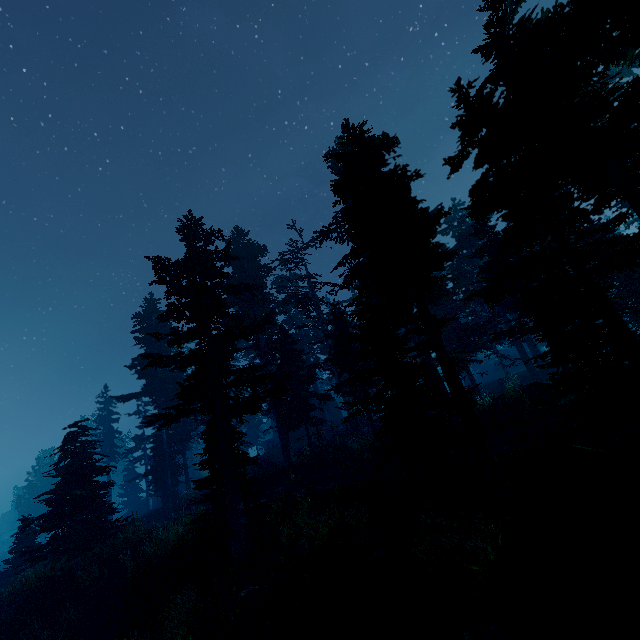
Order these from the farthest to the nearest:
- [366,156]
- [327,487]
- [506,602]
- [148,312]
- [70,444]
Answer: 1. [148,312]
2. [70,444]
3. [327,487]
4. [366,156]
5. [506,602]

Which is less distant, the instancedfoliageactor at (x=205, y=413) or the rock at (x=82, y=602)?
the instancedfoliageactor at (x=205, y=413)

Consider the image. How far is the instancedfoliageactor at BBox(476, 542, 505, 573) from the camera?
8.27m

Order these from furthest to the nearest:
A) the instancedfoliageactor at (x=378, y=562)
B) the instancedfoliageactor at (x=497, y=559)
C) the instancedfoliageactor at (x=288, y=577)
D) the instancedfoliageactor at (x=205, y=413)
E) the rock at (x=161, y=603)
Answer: the rock at (x=161, y=603)
the instancedfoliageactor at (x=378, y=562)
the instancedfoliageactor at (x=288, y=577)
the instancedfoliageactor at (x=205, y=413)
the instancedfoliageactor at (x=497, y=559)

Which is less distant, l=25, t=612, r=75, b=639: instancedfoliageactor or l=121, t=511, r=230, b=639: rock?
l=121, t=511, r=230, b=639: rock

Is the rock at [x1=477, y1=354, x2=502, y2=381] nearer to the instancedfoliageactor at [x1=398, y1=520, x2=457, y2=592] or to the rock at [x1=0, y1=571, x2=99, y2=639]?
the instancedfoliageactor at [x1=398, y1=520, x2=457, y2=592]

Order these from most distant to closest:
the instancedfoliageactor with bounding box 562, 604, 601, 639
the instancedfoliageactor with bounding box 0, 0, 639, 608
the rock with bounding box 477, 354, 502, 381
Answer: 1. the rock with bounding box 477, 354, 502, 381
2. the instancedfoliageactor with bounding box 0, 0, 639, 608
3. the instancedfoliageactor with bounding box 562, 604, 601, 639
